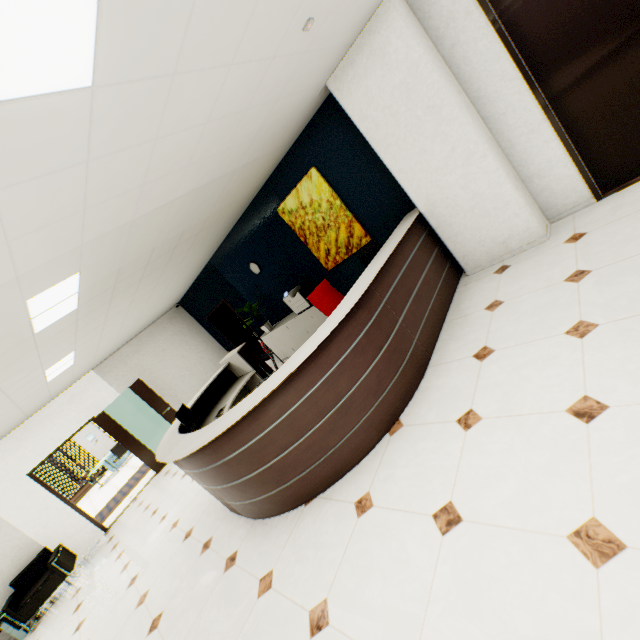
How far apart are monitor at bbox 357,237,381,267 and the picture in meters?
1.0 m

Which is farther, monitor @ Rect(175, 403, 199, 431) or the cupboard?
the cupboard

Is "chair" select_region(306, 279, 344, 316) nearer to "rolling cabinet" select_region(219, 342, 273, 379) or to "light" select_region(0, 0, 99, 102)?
"rolling cabinet" select_region(219, 342, 273, 379)

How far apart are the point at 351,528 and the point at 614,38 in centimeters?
479cm

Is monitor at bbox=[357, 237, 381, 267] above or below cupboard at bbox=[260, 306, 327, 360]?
above

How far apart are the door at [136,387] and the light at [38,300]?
4.91m

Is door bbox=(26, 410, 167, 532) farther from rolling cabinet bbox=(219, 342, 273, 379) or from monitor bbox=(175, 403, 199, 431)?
monitor bbox=(175, 403, 199, 431)

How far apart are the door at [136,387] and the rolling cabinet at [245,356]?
3.0m
